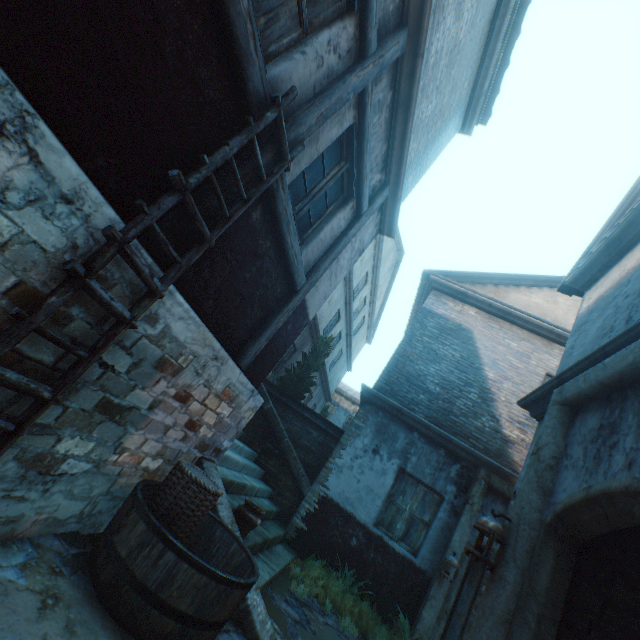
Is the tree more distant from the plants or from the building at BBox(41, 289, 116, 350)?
the building at BBox(41, 289, 116, 350)

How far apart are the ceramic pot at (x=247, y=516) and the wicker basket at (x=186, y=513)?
1.0m

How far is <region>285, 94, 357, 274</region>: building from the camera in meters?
3.3

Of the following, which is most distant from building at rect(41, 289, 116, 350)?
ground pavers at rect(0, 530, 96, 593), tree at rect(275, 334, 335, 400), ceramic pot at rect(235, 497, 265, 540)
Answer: tree at rect(275, 334, 335, 400)

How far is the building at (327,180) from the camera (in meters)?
3.33

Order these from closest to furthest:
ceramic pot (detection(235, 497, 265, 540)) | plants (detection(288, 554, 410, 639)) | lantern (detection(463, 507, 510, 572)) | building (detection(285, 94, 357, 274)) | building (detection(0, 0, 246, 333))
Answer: building (detection(0, 0, 246, 333)) → lantern (detection(463, 507, 510, 572)) → building (detection(285, 94, 357, 274)) → ceramic pot (detection(235, 497, 265, 540)) → plants (detection(288, 554, 410, 639))

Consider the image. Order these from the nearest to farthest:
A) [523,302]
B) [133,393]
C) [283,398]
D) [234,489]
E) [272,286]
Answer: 1. [133,393]
2. [272,286]
3. [234,489]
4. [523,302]
5. [283,398]

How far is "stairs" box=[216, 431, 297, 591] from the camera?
4.54m
